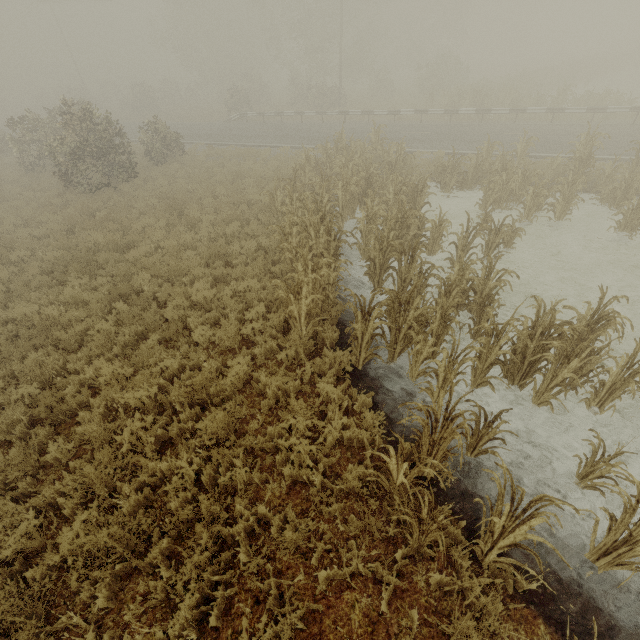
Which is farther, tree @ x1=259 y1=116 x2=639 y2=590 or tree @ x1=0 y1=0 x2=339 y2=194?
tree @ x1=0 y1=0 x2=339 y2=194

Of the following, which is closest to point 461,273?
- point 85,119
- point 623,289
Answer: point 623,289

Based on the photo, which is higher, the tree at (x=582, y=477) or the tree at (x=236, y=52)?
the tree at (x=236, y=52)

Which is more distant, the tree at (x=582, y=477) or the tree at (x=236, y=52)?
the tree at (x=236, y=52)

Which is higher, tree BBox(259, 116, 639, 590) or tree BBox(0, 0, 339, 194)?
tree BBox(0, 0, 339, 194)
